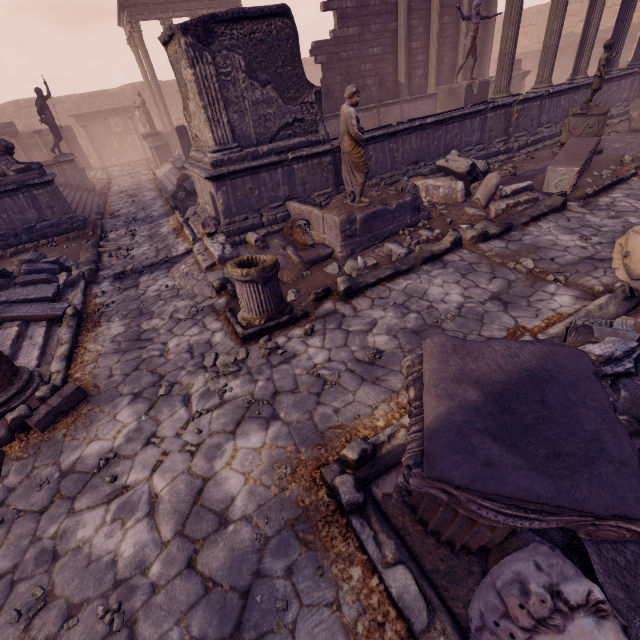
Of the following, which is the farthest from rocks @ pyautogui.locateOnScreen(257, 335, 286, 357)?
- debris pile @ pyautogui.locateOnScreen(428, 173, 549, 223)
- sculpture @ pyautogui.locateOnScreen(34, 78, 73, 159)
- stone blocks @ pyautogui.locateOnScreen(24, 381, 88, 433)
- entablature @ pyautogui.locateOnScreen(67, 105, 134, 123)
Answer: entablature @ pyautogui.locateOnScreen(67, 105, 134, 123)

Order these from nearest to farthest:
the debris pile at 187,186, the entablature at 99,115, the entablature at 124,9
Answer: the debris pile at 187,186 → the entablature at 124,9 → the entablature at 99,115

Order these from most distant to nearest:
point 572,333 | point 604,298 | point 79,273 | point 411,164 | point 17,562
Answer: point 411,164, point 79,273, point 604,298, point 572,333, point 17,562

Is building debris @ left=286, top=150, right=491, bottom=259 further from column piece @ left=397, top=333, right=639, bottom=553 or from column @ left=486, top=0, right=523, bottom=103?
column piece @ left=397, top=333, right=639, bottom=553

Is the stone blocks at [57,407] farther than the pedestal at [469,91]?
No

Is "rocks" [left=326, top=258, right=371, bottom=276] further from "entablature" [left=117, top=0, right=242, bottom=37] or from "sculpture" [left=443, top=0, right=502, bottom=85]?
"entablature" [left=117, top=0, right=242, bottom=37]

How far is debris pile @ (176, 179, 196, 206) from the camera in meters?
11.4

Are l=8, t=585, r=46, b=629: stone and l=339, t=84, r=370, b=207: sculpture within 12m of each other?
yes
